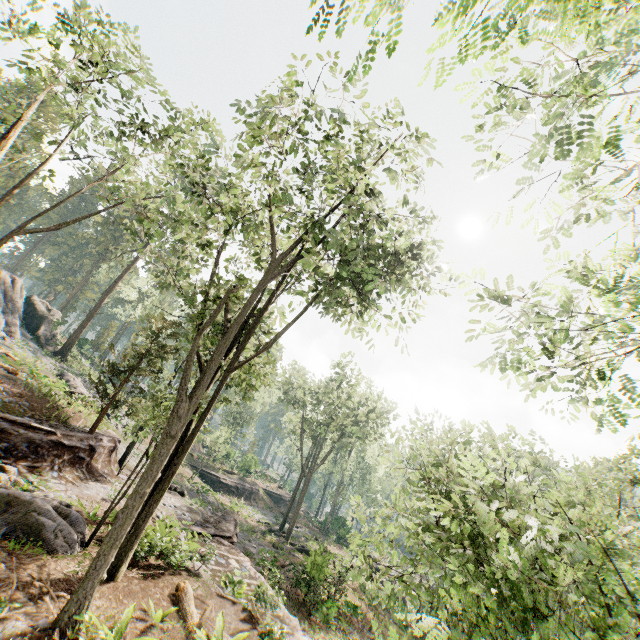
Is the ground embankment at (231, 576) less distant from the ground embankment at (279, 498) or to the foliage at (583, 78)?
the foliage at (583, 78)

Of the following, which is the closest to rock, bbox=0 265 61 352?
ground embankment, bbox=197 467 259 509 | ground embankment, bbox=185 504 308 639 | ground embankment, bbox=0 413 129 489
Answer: ground embankment, bbox=0 413 129 489

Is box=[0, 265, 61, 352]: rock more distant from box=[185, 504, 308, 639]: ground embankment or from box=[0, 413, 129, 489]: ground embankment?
box=[185, 504, 308, 639]: ground embankment

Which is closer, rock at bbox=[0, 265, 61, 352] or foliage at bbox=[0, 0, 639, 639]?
foliage at bbox=[0, 0, 639, 639]

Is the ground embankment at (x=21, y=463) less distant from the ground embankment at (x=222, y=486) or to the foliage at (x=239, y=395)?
the foliage at (x=239, y=395)

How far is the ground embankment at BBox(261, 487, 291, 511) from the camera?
49.03m

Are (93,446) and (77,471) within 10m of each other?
yes

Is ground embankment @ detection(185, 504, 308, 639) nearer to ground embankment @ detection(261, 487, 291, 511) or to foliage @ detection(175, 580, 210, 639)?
foliage @ detection(175, 580, 210, 639)
